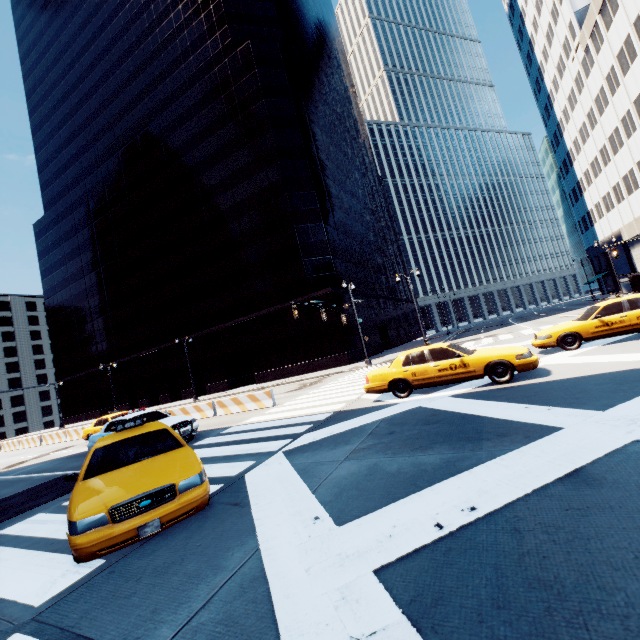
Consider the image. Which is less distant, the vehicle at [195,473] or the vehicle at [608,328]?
the vehicle at [195,473]

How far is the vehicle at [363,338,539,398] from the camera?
9.1m

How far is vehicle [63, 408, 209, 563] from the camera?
4.1 meters

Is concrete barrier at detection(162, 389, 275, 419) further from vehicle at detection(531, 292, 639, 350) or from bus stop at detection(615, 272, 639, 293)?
bus stop at detection(615, 272, 639, 293)

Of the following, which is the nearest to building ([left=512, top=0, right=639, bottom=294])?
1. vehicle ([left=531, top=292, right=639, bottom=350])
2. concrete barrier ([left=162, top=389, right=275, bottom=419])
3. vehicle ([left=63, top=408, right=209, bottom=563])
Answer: vehicle ([left=531, top=292, right=639, bottom=350])

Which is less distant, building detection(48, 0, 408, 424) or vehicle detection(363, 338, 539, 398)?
vehicle detection(363, 338, 539, 398)

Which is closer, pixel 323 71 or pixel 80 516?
pixel 80 516

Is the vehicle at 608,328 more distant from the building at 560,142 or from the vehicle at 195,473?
the building at 560,142
